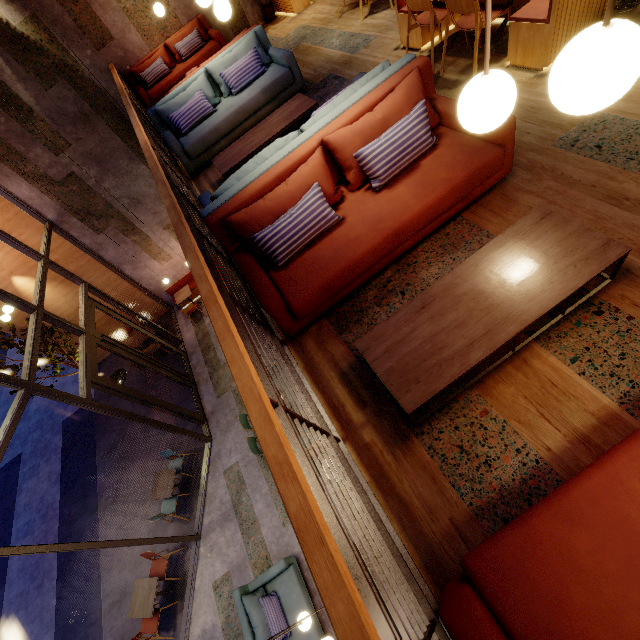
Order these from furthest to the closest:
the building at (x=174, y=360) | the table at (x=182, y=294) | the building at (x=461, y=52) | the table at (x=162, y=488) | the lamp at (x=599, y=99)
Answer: the table at (x=182, y=294), the building at (x=174, y=360), the table at (x=162, y=488), the building at (x=461, y=52), the lamp at (x=599, y=99)

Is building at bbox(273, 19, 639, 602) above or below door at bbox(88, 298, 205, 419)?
above

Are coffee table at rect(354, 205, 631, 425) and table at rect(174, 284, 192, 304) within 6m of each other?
no

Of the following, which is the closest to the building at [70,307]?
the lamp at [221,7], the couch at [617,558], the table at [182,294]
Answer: the couch at [617,558]

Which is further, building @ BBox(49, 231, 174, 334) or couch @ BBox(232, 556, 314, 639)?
building @ BBox(49, 231, 174, 334)

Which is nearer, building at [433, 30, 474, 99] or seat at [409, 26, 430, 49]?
building at [433, 30, 474, 99]

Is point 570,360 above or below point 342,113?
below

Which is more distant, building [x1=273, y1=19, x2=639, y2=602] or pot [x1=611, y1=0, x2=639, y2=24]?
pot [x1=611, y1=0, x2=639, y2=24]
